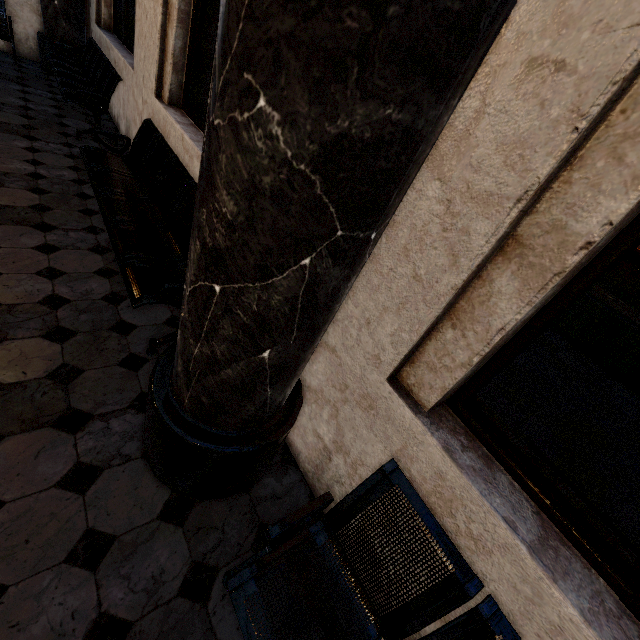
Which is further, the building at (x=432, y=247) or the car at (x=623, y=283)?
the car at (x=623, y=283)

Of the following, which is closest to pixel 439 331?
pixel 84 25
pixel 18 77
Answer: pixel 18 77

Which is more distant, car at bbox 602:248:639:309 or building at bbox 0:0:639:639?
car at bbox 602:248:639:309
